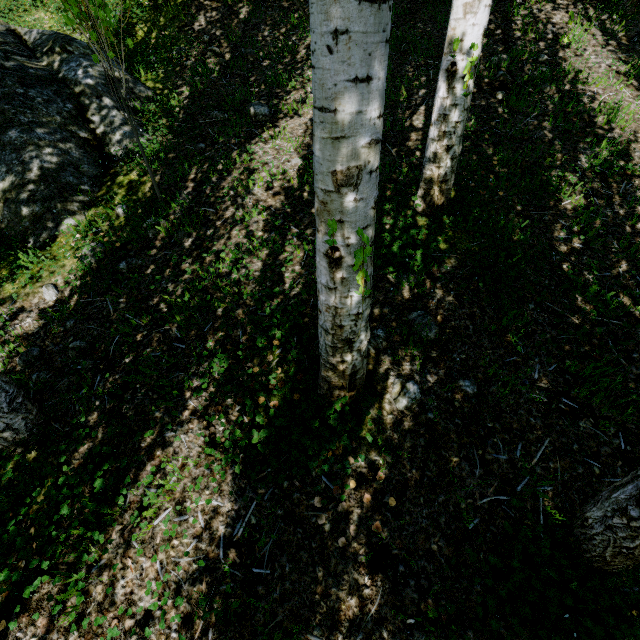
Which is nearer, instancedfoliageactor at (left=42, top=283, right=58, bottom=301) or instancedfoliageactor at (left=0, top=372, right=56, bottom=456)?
instancedfoliageactor at (left=0, top=372, right=56, bottom=456)

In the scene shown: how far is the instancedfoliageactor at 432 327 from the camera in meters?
2.4 m

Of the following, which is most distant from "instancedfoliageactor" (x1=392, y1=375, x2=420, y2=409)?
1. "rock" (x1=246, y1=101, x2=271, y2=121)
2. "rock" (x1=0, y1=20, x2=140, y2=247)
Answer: "rock" (x1=246, y1=101, x2=271, y2=121)

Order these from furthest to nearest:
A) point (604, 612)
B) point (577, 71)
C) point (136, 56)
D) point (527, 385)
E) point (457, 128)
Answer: point (136, 56) → point (577, 71) → point (457, 128) → point (527, 385) → point (604, 612)

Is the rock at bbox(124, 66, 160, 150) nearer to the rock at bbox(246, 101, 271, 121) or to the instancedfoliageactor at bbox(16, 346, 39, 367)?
the instancedfoliageactor at bbox(16, 346, 39, 367)

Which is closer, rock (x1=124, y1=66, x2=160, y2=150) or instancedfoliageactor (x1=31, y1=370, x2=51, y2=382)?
instancedfoliageactor (x1=31, y1=370, x2=51, y2=382)

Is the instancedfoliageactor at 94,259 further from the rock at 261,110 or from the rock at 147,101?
the rock at 261,110
